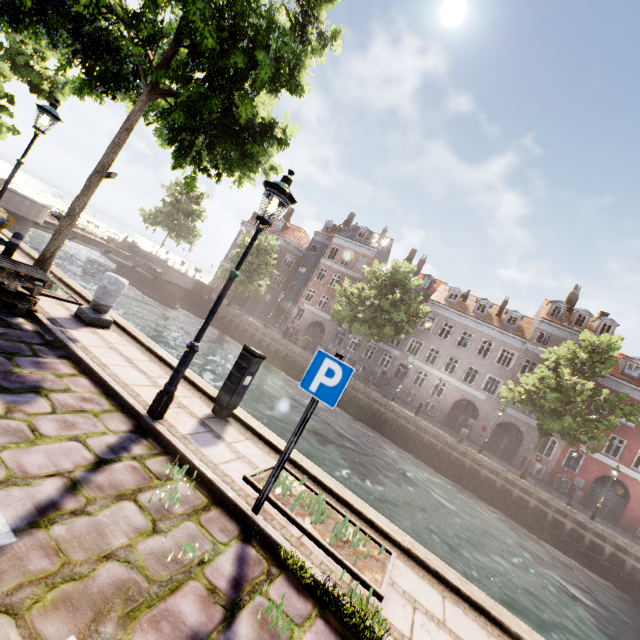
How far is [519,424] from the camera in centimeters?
2933cm

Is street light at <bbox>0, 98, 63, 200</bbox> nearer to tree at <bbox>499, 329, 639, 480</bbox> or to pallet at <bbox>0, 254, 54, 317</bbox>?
tree at <bbox>499, 329, 639, 480</bbox>

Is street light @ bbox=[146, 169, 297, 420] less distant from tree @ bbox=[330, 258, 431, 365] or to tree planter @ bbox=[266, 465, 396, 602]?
tree planter @ bbox=[266, 465, 396, 602]

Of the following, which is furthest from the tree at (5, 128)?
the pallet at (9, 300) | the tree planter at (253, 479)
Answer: the tree planter at (253, 479)

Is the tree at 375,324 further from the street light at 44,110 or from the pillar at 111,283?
the pillar at 111,283

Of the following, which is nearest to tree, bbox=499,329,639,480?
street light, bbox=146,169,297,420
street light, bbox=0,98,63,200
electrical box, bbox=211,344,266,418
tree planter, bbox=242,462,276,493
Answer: street light, bbox=0,98,63,200

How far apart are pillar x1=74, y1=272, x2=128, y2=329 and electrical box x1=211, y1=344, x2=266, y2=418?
3.2 meters

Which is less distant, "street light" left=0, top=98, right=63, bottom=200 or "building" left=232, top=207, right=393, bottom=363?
"street light" left=0, top=98, right=63, bottom=200
